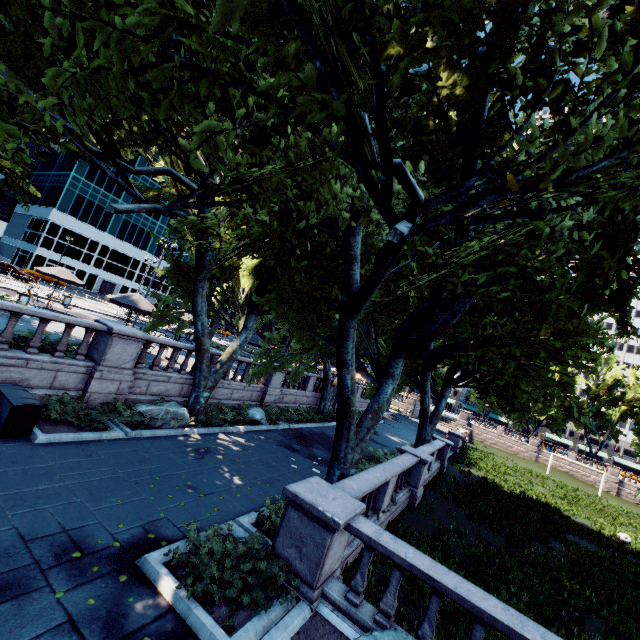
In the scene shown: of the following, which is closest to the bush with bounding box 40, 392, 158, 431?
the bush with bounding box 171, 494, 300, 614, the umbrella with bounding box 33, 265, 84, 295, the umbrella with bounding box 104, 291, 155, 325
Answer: the bush with bounding box 171, 494, 300, 614

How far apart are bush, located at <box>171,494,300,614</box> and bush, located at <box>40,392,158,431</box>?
5.3 meters

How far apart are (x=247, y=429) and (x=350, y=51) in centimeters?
1606cm

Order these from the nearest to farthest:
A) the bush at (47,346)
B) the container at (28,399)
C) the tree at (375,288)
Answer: the tree at (375,288)
the container at (28,399)
the bush at (47,346)

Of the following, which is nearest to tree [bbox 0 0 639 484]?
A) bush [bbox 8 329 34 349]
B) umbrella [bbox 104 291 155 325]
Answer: bush [bbox 8 329 34 349]

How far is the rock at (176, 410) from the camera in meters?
12.1 m

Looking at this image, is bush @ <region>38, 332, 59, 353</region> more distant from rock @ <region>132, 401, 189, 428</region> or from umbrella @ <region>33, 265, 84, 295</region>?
umbrella @ <region>33, 265, 84, 295</region>

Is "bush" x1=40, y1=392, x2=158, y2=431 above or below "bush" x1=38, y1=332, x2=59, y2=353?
below
